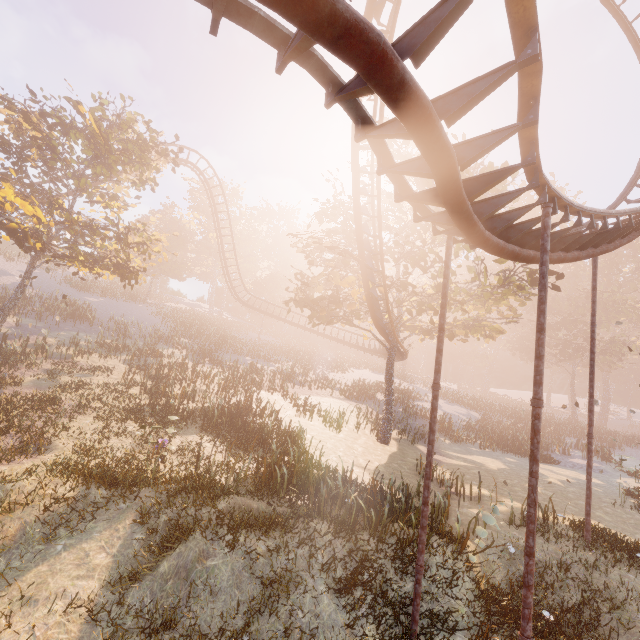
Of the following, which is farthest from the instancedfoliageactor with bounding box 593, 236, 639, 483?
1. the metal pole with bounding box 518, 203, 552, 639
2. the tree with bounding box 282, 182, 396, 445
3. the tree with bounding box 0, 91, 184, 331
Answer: the tree with bounding box 0, 91, 184, 331

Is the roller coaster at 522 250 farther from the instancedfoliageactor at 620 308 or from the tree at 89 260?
the instancedfoliageactor at 620 308

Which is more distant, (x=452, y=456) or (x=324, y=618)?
(x=452, y=456)

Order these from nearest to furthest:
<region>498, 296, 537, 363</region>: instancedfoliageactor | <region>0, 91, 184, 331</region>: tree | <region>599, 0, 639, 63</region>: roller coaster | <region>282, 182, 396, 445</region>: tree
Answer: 1. <region>599, 0, 639, 63</region>: roller coaster
2. <region>0, 91, 184, 331</region>: tree
3. <region>282, 182, 396, 445</region>: tree
4. <region>498, 296, 537, 363</region>: instancedfoliageactor

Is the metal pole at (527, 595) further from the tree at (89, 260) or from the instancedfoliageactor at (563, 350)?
the instancedfoliageactor at (563, 350)

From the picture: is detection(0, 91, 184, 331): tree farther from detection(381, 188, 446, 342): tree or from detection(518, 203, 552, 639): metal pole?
detection(518, 203, 552, 639): metal pole

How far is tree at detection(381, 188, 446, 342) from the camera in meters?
16.1

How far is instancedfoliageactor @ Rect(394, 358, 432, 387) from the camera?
47.76m
